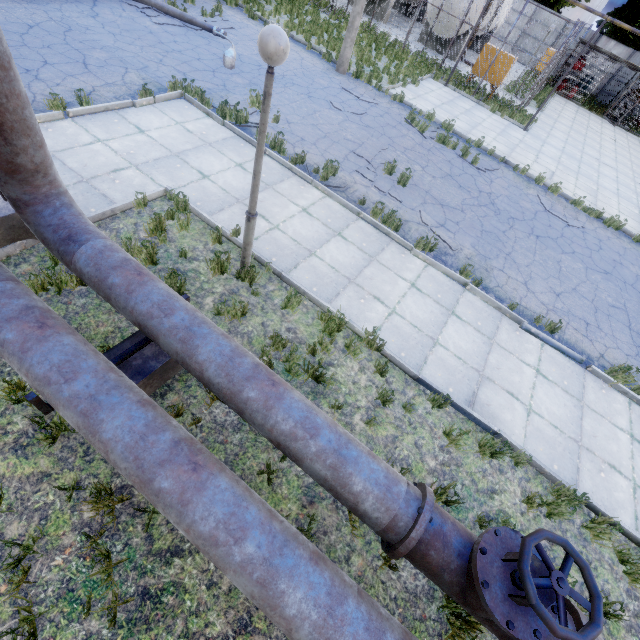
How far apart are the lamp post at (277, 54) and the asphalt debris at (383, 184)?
5.1m

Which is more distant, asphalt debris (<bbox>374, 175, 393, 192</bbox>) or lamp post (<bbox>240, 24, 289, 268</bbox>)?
asphalt debris (<bbox>374, 175, 393, 192</bbox>)

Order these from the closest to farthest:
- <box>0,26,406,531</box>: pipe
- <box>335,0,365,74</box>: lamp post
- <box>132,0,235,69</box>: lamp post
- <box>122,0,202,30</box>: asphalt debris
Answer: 1. <box>0,26,406,531</box>: pipe
2. <box>132,0,235,69</box>: lamp post
3. <box>122,0,202,30</box>: asphalt debris
4. <box>335,0,365,74</box>: lamp post

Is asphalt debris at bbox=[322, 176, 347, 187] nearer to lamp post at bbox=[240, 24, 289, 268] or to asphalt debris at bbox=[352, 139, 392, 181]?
asphalt debris at bbox=[352, 139, 392, 181]

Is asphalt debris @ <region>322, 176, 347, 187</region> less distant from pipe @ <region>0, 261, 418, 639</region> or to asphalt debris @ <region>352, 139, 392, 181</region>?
asphalt debris @ <region>352, 139, 392, 181</region>

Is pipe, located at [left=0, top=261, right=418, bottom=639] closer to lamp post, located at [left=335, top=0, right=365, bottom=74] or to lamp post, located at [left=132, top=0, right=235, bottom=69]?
lamp post, located at [left=132, top=0, right=235, bottom=69]

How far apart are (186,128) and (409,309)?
7.05m

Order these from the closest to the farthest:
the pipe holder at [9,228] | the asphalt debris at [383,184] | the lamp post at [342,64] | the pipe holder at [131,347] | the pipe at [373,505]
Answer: the pipe at [373,505] < the pipe holder at [131,347] < the pipe holder at [9,228] < the asphalt debris at [383,184] < the lamp post at [342,64]
